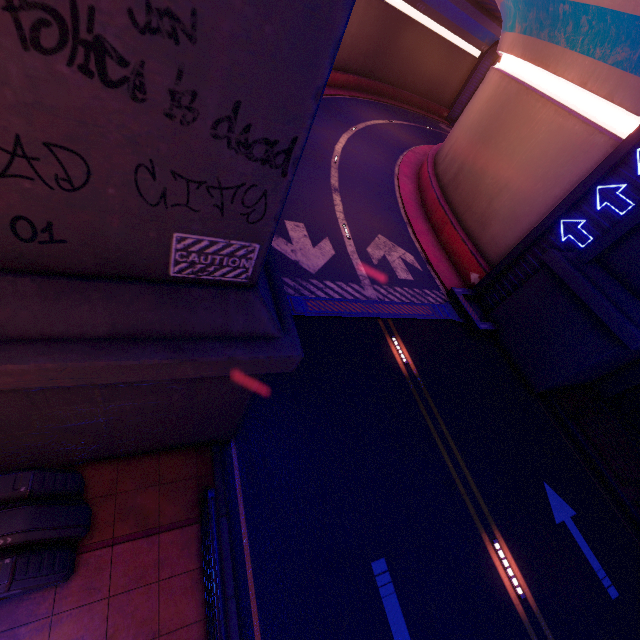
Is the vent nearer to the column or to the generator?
the column

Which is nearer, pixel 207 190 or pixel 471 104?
pixel 207 190

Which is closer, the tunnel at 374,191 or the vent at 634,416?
the tunnel at 374,191

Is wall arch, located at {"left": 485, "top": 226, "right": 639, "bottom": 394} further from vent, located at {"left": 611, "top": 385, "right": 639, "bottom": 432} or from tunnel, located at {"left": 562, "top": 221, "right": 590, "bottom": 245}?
vent, located at {"left": 611, "top": 385, "right": 639, "bottom": 432}

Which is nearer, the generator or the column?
the generator

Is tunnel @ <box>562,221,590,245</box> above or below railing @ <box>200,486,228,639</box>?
above

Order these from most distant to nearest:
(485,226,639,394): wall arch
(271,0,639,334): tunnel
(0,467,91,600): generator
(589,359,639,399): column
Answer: (589,359,639,399): column, (271,0,639,334): tunnel, (485,226,639,394): wall arch, (0,467,91,600): generator

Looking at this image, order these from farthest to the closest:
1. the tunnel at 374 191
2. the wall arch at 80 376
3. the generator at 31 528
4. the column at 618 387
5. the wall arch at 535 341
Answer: the column at 618 387, the tunnel at 374 191, the wall arch at 535 341, the generator at 31 528, the wall arch at 80 376
